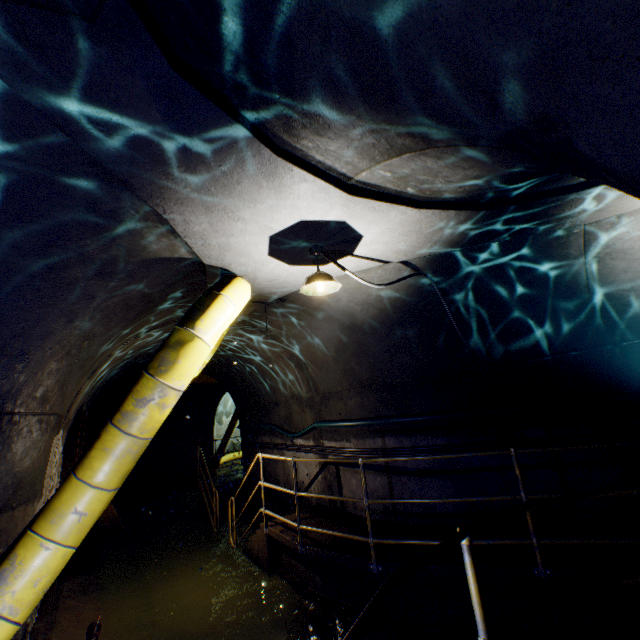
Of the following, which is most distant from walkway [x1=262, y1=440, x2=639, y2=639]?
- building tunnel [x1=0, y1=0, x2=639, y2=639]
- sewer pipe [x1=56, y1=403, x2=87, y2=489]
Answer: sewer pipe [x1=56, y1=403, x2=87, y2=489]

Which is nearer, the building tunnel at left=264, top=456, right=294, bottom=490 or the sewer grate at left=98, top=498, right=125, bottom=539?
the sewer grate at left=98, top=498, right=125, bottom=539

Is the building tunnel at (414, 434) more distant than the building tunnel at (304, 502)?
No

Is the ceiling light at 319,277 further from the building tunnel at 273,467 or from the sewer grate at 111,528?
the sewer grate at 111,528

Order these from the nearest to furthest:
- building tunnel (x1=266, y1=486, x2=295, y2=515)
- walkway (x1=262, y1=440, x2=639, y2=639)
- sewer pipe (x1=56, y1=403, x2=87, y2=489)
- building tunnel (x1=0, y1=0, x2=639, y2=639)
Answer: building tunnel (x1=0, y1=0, x2=639, y2=639) → walkway (x1=262, y1=440, x2=639, y2=639) → sewer pipe (x1=56, y1=403, x2=87, y2=489) → building tunnel (x1=266, y1=486, x2=295, y2=515)

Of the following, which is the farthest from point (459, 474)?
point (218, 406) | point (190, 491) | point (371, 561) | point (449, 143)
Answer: point (218, 406)

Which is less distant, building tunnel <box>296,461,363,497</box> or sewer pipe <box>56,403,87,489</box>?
sewer pipe <box>56,403,87,489</box>

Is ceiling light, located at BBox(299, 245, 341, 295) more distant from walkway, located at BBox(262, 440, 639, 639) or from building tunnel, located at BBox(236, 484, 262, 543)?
walkway, located at BBox(262, 440, 639, 639)
